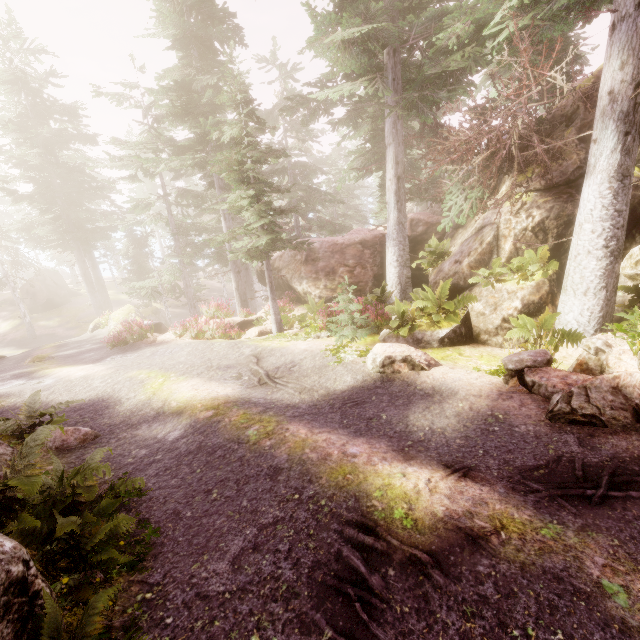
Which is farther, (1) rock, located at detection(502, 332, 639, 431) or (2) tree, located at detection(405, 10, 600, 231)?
(2) tree, located at detection(405, 10, 600, 231)

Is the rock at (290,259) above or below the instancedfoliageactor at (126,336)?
above

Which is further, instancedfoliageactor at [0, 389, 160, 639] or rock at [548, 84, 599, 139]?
rock at [548, 84, 599, 139]

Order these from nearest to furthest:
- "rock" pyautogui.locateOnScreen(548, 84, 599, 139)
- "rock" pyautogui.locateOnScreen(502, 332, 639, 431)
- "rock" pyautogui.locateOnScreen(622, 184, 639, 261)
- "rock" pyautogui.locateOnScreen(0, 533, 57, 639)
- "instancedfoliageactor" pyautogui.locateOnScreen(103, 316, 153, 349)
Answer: "rock" pyautogui.locateOnScreen(0, 533, 57, 639)
"rock" pyautogui.locateOnScreen(502, 332, 639, 431)
"rock" pyautogui.locateOnScreen(622, 184, 639, 261)
"rock" pyautogui.locateOnScreen(548, 84, 599, 139)
"instancedfoliageactor" pyautogui.locateOnScreen(103, 316, 153, 349)

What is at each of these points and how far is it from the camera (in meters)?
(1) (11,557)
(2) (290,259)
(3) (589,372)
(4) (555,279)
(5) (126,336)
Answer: (1) rock, 2.46
(2) rock, 19.27
(3) rock, 6.45
(4) rock, 9.32
(5) instancedfoliageactor, 15.84

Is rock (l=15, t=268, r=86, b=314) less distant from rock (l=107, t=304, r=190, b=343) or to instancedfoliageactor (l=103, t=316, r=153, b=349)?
instancedfoliageactor (l=103, t=316, r=153, b=349)

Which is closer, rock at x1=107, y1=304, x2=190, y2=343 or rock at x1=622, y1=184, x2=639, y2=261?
rock at x1=622, y1=184, x2=639, y2=261

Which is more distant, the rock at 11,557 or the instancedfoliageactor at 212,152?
the instancedfoliageactor at 212,152
